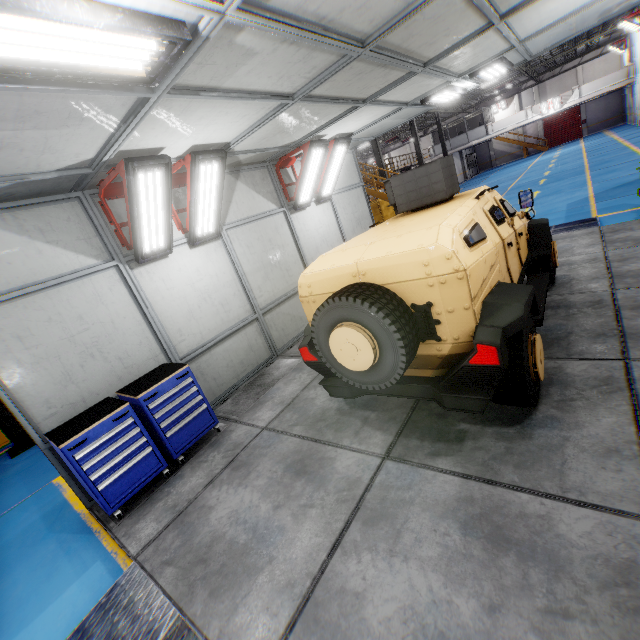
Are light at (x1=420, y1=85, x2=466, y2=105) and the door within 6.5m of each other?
no

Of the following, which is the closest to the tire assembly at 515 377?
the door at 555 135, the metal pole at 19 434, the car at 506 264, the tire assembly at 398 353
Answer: the car at 506 264

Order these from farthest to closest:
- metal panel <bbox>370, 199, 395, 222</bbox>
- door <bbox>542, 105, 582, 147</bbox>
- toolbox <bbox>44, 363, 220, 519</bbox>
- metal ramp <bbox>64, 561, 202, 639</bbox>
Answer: door <bbox>542, 105, 582, 147</bbox>
metal panel <bbox>370, 199, 395, 222</bbox>
toolbox <bbox>44, 363, 220, 519</bbox>
metal ramp <bbox>64, 561, 202, 639</bbox>

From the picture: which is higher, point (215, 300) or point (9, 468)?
point (215, 300)

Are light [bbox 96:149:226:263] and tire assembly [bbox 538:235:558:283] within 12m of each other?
yes

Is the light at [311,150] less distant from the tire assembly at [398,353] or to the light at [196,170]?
the light at [196,170]

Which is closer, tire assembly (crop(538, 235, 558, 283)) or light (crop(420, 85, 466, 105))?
tire assembly (crop(538, 235, 558, 283))

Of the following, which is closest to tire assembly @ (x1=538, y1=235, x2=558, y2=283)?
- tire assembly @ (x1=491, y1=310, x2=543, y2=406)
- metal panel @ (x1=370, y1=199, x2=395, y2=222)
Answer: tire assembly @ (x1=491, y1=310, x2=543, y2=406)
